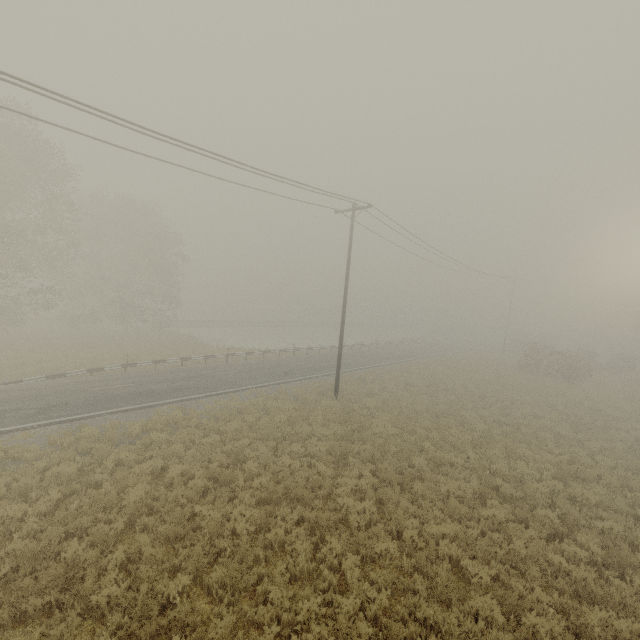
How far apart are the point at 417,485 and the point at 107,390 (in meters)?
16.87
